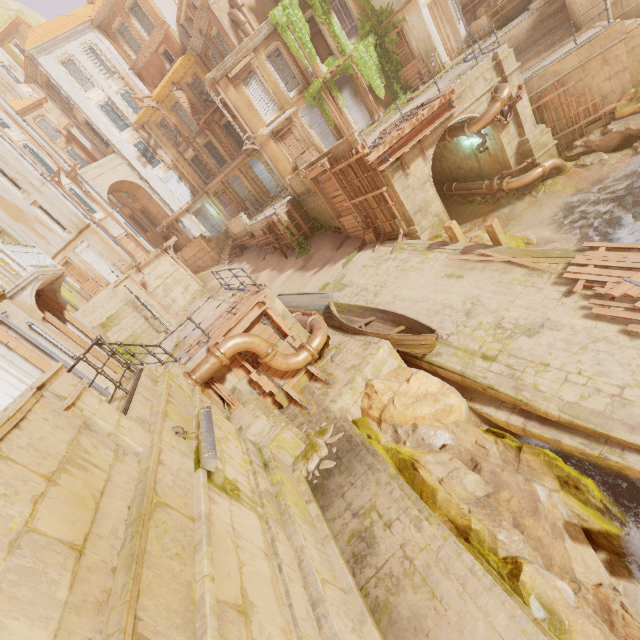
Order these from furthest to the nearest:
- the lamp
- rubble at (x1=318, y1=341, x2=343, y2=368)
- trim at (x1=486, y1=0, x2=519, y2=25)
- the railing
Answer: trim at (x1=486, y1=0, x2=519, y2=25), rubble at (x1=318, y1=341, x2=343, y2=368), the railing, the lamp

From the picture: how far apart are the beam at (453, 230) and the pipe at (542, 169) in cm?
503

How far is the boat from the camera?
10.10m

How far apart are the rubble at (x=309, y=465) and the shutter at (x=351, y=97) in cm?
2334

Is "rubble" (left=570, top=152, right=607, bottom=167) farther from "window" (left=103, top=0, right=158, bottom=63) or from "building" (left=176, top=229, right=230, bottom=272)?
"window" (left=103, top=0, right=158, bottom=63)

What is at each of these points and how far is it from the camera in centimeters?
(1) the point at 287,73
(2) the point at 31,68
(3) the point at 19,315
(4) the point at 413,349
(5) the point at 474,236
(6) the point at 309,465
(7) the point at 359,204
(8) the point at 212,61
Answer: (1) window, 2275cm
(2) trim, 2781cm
(3) column, 975cm
(4) boat, 1031cm
(5) rock, 1456cm
(6) rubble, 802cm
(7) wood, 1705cm
(8) window, 2647cm

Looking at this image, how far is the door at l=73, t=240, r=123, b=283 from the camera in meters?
26.9 m

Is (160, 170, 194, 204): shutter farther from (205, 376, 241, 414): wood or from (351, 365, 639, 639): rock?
(351, 365, 639, 639): rock
